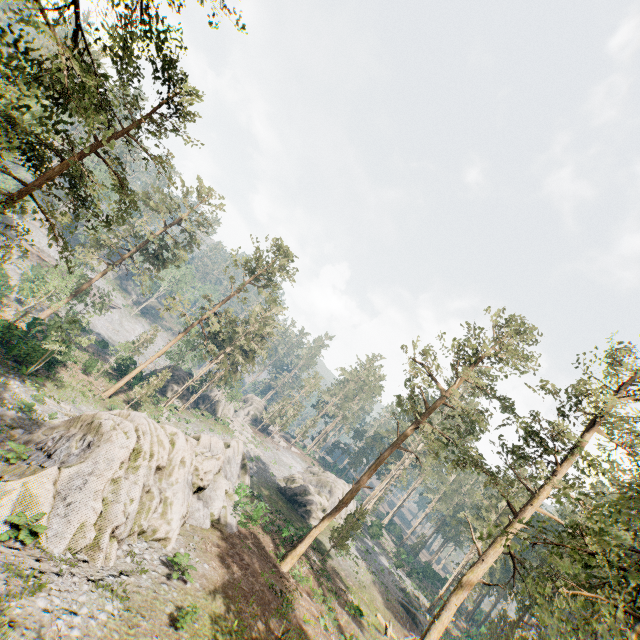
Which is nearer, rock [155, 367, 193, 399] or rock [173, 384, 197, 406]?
rock [155, 367, 193, 399]

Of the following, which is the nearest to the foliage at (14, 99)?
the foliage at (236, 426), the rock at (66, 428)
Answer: the rock at (66, 428)

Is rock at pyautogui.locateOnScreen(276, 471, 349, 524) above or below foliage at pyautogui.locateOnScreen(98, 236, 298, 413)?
below

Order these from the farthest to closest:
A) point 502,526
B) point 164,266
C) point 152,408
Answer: point 502,526 → point 152,408 → point 164,266

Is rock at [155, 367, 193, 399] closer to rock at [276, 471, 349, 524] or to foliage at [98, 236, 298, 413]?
foliage at [98, 236, 298, 413]

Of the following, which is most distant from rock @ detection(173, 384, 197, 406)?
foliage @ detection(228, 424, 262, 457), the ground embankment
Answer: the ground embankment

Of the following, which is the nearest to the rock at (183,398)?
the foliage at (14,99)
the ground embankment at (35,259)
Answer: the foliage at (14,99)

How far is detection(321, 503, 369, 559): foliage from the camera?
32.3 meters
